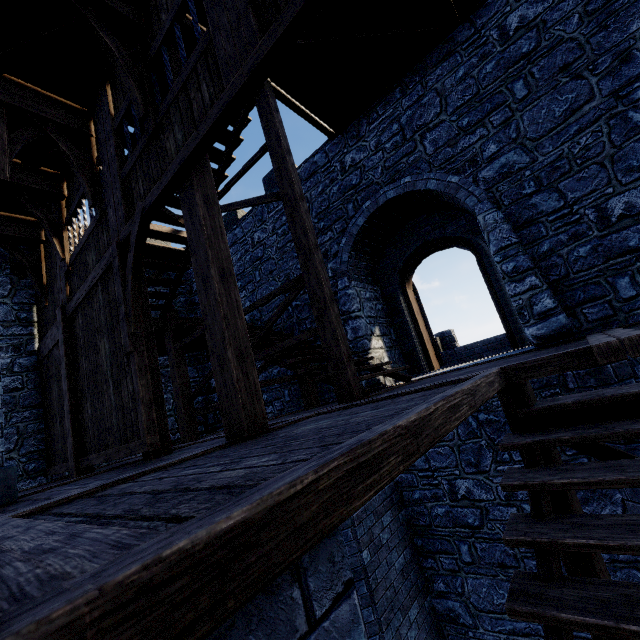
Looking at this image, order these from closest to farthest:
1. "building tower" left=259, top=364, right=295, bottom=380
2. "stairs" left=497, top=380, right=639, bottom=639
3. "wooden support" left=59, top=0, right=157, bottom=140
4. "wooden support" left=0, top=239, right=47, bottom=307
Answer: "stairs" left=497, top=380, right=639, bottom=639, "wooden support" left=59, top=0, right=157, bottom=140, "wooden support" left=0, top=239, right=47, bottom=307, "building tower" left=259, top=364, right=295, bottom=380

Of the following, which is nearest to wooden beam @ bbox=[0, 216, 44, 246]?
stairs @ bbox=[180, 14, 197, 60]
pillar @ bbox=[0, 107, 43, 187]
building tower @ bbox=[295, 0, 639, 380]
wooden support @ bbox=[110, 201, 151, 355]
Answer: building tower @ bbox=[295, 0, 639, 380]

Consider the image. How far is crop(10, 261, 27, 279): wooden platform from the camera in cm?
802

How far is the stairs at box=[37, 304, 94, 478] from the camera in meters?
5.7

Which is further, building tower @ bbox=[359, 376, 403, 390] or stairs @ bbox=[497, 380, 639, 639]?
building tower @ bbox=[359, 376, 403, 390]

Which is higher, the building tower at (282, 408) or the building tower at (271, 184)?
the building tower at (271, 184)

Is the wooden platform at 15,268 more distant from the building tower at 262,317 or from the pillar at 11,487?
the pillar at 11,487

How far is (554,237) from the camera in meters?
4.9 m
